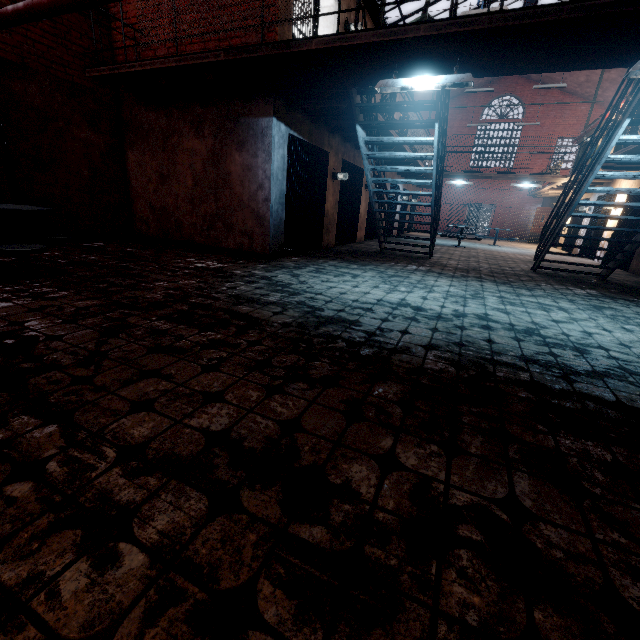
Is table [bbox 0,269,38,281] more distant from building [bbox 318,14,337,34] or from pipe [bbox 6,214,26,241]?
building [bbox 318,14,337,34]

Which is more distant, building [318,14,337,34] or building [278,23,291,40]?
building [318,14,337,34]

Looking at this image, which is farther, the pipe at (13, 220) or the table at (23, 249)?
the pipe at (13, 220)

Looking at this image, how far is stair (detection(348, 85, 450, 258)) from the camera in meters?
5.2 m

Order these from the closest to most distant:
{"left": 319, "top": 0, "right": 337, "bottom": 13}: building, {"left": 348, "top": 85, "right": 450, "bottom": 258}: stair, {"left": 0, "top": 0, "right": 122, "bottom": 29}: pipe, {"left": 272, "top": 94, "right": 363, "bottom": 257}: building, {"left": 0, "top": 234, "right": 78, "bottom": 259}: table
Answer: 1. {"left": 0, "top": 234, "right": 78, "bottom": 259}: table
2. {"left": 0, "top": 0, "right": 122, "bottom": 29}: pipe
3. {"left": 348, "top": 85, "right": 450, "bottom": 258}: stair
4. {"left": 272, "top": 94, "right": 363, "bottom": 257}: building
5. {"left": 319, "top": 0, "right": 337, "bottom": 13}: building

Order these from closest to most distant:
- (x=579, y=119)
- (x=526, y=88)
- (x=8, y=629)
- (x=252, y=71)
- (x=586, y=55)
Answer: (x=8, y=629) → (x=586, y=55) → (x=252, y=71) → (x=579, y=119) → (x=526, y=88)

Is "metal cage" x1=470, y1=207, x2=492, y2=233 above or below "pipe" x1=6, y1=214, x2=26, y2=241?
above

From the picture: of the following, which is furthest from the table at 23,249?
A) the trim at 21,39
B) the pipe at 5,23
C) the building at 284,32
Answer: the building at 284,32
